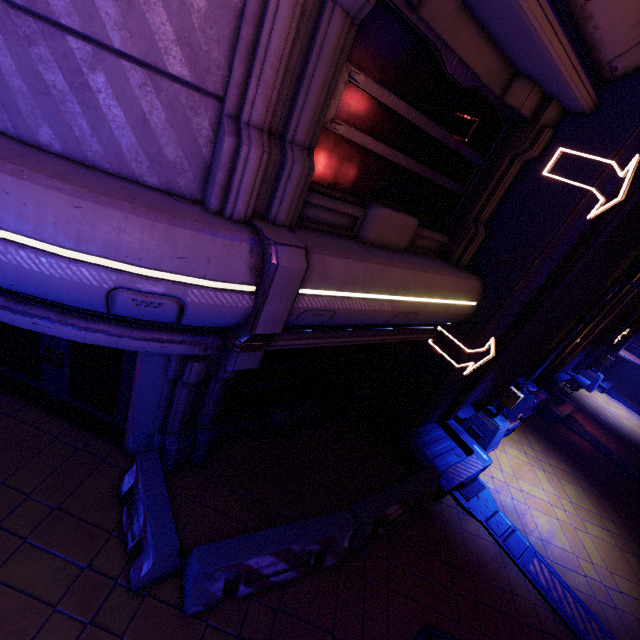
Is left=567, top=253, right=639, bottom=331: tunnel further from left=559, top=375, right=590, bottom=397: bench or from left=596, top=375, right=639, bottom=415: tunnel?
left=596, top=375, right=639, bottom=415: tunnel

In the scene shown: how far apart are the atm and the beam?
0.2 meters

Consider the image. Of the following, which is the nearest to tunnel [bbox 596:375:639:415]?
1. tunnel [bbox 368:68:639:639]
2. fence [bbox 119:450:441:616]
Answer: tunnel [bbox 368:68:639:639]

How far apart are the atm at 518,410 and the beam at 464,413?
0.2m

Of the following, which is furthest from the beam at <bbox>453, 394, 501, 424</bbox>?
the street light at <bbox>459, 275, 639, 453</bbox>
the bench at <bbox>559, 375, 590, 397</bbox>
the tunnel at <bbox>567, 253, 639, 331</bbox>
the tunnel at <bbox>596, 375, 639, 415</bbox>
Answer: the tunnel at <bbox>596, 375, 639, 415</bbox>

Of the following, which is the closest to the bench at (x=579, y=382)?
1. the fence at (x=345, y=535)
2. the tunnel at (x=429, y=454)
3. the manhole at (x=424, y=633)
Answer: the tunnel at (x=429, y=454)

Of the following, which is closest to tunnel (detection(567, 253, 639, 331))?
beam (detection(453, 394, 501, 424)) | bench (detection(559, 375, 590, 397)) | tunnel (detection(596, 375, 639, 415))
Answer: bench (detection(559, 375, 590, 397))

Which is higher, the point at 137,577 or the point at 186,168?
the point at 186,168
